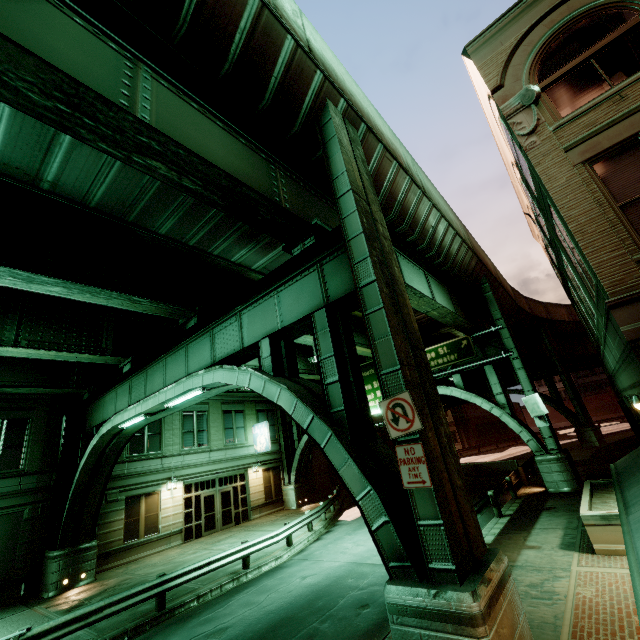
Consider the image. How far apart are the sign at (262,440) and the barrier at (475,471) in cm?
1647

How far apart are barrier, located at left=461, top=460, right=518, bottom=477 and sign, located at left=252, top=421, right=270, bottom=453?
16.47m

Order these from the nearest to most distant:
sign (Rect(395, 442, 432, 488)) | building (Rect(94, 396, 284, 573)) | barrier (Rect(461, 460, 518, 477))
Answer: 1. sign (Rect(395, 442, 432, 488))
2. building (Rect(94, 396, 284, 573))
3. barrier (Rect(461, 460, 518, 477))

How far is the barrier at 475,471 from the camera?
24.1m

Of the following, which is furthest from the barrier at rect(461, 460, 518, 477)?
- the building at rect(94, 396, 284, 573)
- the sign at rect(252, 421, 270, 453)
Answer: the sign at rect(252, 421, 270, 453)

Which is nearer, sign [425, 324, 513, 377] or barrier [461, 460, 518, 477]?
sign [425, 324, 513, 377]

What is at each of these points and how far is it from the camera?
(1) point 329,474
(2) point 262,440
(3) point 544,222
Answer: (1) building, 32.9 meters
(2) sign, 26.5 meters
(3) building, 10.9 meters

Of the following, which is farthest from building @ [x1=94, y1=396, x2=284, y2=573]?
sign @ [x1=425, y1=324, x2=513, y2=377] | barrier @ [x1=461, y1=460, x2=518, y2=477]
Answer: barrier @ [x1=461, y1=460, x2=518, y2=477]
